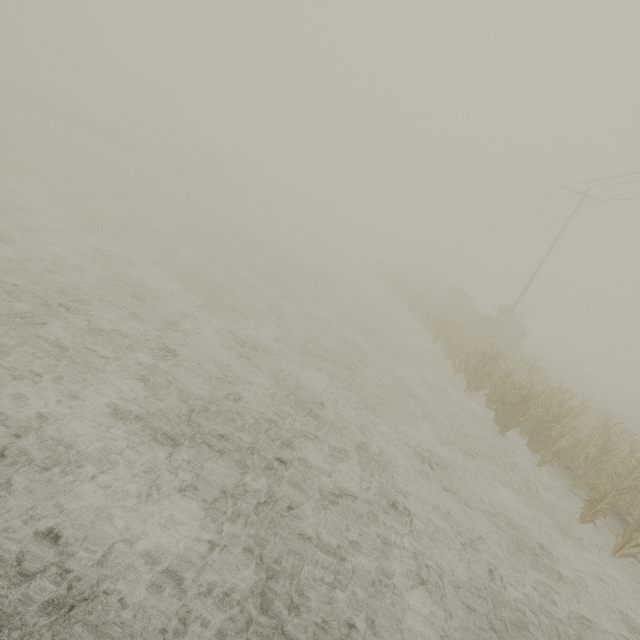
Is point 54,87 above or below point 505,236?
below

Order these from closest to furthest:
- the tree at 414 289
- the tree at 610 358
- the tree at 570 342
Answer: the tree at 414 289 < the tree at 570 342 < the tree at 610 358

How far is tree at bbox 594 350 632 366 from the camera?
57.0m

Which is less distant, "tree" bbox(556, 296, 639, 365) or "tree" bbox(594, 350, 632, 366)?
"tree" bbox(556, 296, 639, 365)

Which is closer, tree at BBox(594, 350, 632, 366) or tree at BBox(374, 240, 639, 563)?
tree at BBox(374, 240, 639, 563)

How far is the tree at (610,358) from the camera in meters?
57.0 m

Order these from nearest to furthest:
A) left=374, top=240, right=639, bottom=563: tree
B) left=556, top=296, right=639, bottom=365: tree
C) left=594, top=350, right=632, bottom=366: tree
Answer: left=374, top=240, right=639, bottom=563: tree, left=556, top=296, right=639, bottom=365: tree, left=594, top=350, right=632, bottom=366: tree
